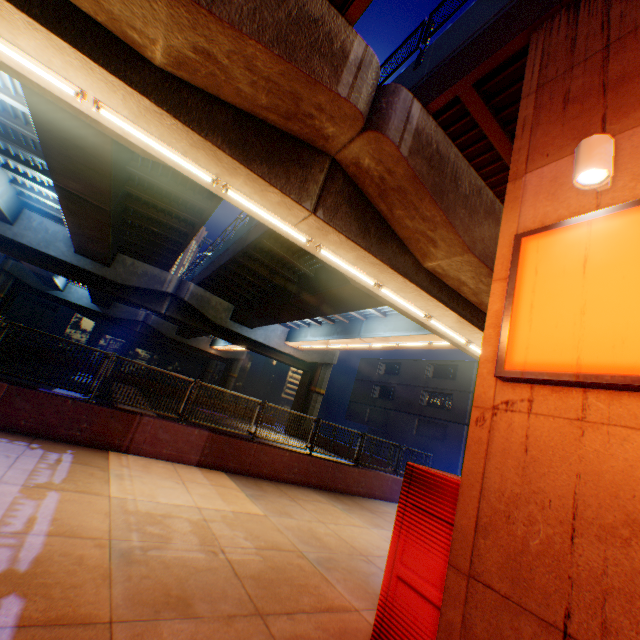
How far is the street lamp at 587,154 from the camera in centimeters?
297cm

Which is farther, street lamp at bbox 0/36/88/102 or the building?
the building

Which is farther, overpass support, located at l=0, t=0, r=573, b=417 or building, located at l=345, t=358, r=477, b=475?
building, located at l=345, t=358, r=477, b=475

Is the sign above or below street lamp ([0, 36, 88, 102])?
below

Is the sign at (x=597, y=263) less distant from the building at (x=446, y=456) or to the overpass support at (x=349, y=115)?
the overpass support at (x=349, y=115)

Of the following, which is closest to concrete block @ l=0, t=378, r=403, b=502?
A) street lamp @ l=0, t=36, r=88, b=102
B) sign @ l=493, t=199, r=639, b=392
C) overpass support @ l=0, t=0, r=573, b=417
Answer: overpass support @ l=0, t=0, r=573, b=417

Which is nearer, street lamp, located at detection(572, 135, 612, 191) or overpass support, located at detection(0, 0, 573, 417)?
street lamp, located at detection(572, 135, 612, 191)

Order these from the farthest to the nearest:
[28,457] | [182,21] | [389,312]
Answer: [389,312] < [28,457] < [182,21]
